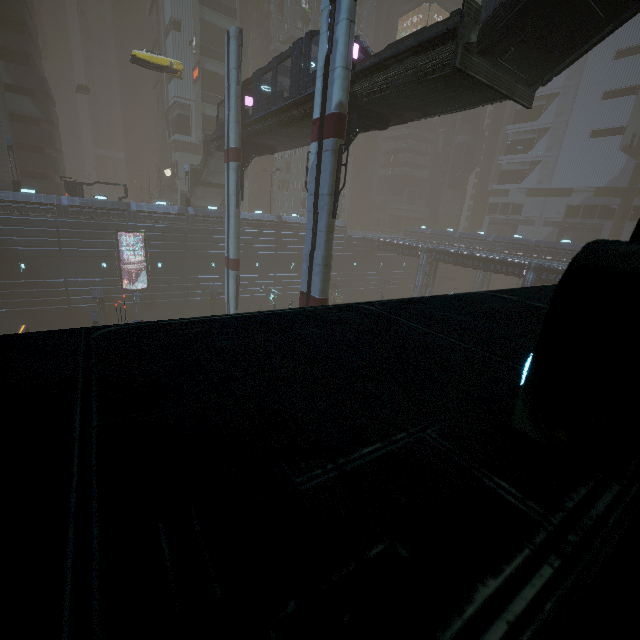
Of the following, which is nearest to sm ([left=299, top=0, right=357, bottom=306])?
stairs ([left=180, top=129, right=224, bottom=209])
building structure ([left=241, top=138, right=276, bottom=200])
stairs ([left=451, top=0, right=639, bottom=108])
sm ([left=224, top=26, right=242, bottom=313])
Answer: stairs ([left=451, top=0, right=639, bottom=108])

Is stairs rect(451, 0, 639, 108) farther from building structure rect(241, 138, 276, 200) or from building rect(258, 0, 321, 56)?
building structure rect(241, 138, 276, 200)

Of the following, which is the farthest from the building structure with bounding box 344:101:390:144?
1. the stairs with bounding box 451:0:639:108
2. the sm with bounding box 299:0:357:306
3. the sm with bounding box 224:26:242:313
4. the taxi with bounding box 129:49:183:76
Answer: the taxi with bounding box 129:49:183:76

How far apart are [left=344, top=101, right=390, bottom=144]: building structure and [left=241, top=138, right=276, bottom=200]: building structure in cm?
1334

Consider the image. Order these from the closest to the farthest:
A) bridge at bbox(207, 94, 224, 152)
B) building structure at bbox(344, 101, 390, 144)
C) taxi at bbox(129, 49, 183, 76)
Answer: building structure at bbox(344, 101, 390, 144)
taxi at bbox(129, 49, 183, 76)
bridge at bbox(207, 94, 224, 152)

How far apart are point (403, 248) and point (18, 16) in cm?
5203

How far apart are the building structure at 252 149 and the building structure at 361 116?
13.3 meters

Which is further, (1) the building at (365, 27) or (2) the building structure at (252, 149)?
(1) the building at (365, 27)
